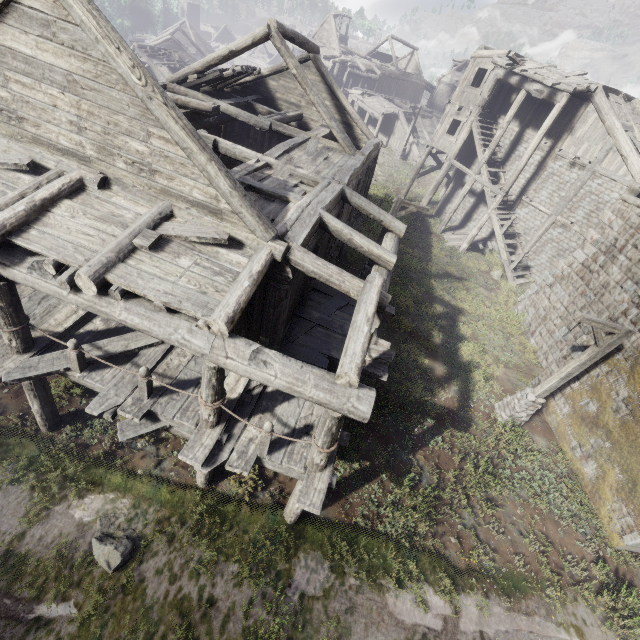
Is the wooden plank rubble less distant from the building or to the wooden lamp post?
the building

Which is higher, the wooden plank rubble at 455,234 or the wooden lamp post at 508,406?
the wooden lamp post at 508,406

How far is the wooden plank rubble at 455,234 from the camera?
22.73m

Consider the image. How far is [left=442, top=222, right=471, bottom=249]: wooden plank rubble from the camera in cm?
2273

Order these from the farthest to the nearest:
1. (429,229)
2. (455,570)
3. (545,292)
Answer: (429,229), (545,292), (455,570)

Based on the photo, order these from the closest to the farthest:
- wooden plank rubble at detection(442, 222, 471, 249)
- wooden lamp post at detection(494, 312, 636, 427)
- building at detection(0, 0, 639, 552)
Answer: building at detection(0, 0, 639, 552) → wooden lamp post at detection(494, 312, 636, 427) → wooden plank rubble at detection(442, 222, 471, 249)
